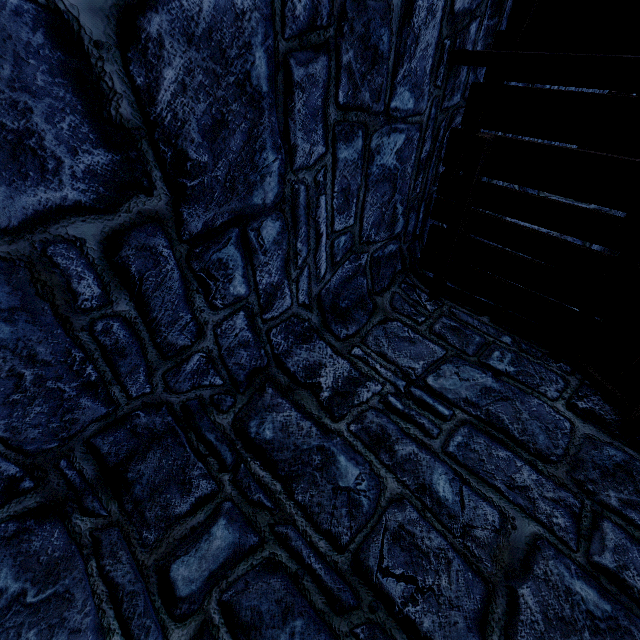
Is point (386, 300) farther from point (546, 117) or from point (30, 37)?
point (30, 37)
